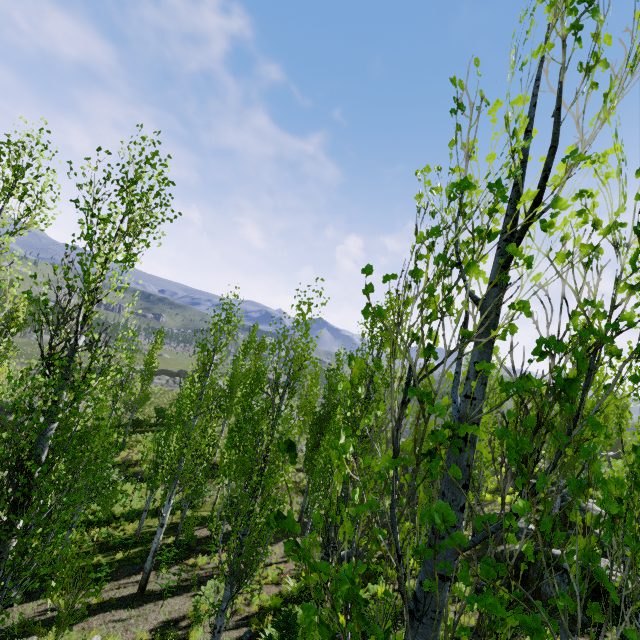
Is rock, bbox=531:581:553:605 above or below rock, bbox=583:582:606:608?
below

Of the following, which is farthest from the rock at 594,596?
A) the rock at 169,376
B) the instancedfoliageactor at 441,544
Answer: the rock at 169,376

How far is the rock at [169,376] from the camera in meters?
49.0

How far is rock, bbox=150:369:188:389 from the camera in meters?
49.0

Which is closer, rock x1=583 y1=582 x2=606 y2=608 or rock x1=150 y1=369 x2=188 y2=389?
rock x1=583 y1=582 x2=606 y2=608

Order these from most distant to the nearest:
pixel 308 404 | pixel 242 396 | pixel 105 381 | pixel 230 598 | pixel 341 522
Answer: pixel 308 404, pixel 105 381, pixel 242 396, pixel 341 522, pixel 230 598

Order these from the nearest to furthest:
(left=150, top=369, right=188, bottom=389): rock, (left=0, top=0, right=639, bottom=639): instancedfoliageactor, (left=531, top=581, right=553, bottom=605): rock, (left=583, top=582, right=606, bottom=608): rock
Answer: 1. (left=0, top=0, right=639, bottom=639): instancedfoliageactor
2. (left=583, top=582, right=606, bottom=608): rock
3. (left=531, top=581, right=553, bottom=605): rock
4. (left=150, top=369, right=188, bottom=389): rock

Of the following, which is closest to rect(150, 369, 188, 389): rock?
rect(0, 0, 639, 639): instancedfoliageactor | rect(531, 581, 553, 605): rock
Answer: rect(0, 0, 639, 639): instancedfoliageactor
